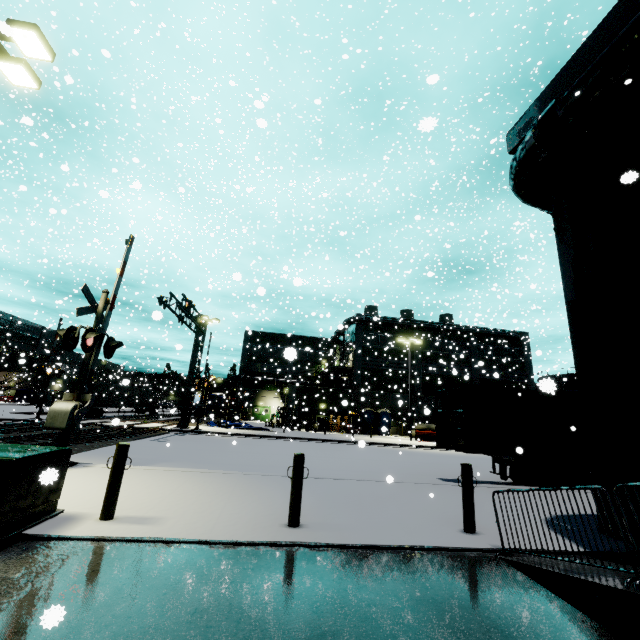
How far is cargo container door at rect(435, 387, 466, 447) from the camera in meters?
11.7

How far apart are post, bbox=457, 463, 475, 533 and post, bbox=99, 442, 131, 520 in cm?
592

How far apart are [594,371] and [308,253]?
13.0 meters

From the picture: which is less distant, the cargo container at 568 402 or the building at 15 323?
the cargo container at 568 402

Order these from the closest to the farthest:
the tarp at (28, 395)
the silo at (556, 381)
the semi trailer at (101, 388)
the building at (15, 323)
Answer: the silo at (556, 381) → the semi trailer at (101, 388) → the tarp at (28, 395) → the building at (15, 323)

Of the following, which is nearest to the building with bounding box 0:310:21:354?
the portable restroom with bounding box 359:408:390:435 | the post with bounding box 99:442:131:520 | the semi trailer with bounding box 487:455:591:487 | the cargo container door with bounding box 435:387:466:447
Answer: the portable restroom with bounding box 359:408:390:435

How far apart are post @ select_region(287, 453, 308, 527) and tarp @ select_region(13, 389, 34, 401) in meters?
65.8 m

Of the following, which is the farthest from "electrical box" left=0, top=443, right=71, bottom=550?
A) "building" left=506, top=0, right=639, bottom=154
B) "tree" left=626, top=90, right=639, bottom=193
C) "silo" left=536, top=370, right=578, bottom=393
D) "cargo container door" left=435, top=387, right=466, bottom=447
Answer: "silo" left=536, top=370, right=578, bottom=393
